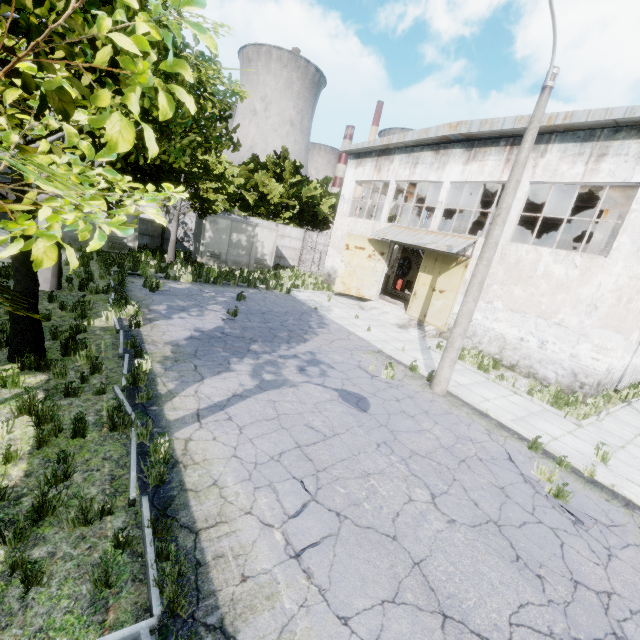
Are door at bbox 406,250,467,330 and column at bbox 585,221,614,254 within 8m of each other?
yes

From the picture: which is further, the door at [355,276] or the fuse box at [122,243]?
the door at [355,276]

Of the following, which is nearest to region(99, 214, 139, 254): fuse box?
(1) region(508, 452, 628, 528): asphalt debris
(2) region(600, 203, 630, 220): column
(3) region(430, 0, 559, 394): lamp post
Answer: (3) region(430, 0, 559, 394): lamp post

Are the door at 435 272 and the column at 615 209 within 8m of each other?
yes

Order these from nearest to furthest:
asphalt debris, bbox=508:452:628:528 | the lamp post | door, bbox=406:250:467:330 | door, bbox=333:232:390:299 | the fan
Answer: asphalt debris, bbox=508:452:628:528 → the lamp post → door, bbox=406:250:467:330 → door, bbox=333:232:390:299 → the fan

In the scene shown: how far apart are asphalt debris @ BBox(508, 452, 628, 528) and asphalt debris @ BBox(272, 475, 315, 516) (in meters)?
4.51

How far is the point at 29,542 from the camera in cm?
351

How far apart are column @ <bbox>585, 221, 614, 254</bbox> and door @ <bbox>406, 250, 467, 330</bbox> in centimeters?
528cm
